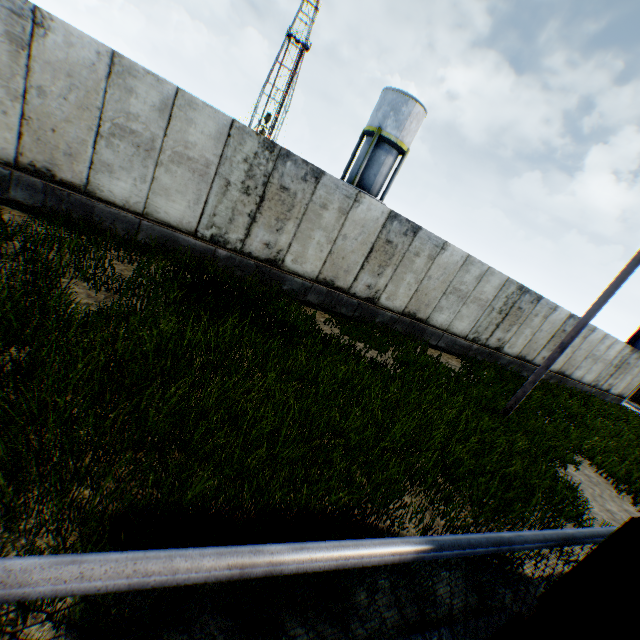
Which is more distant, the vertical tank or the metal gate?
the vertical tank

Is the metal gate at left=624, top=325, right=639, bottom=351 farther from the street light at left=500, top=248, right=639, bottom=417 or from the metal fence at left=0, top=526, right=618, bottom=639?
the street light at left=500, top=248, right=639, bottom=417

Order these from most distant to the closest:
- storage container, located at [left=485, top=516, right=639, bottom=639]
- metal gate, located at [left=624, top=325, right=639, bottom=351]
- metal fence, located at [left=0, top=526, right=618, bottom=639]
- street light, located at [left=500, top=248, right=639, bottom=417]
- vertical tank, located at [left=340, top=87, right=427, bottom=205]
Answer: vertical tank, located at [left=340, top=87, right=427, bottom=205]
metal gate, located at [left=624, top=325, right=639, bottom=351]
street light, located at [left=500, top=248, right=639, bottom=417]
storage container, located at [left=485, top=516, right=639, bottom=639]
metal fence, located at [left=0, top=526, right=618, bottom=639]

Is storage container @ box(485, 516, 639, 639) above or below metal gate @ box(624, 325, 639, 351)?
below

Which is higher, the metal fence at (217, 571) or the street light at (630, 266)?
the street light at (630, 266)

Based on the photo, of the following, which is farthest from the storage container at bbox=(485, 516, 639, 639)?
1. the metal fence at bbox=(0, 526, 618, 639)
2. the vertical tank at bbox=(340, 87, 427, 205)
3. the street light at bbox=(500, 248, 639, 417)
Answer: the vertical tank at bbox=(340, 87, 427, 205)

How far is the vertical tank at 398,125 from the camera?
24.9 meters

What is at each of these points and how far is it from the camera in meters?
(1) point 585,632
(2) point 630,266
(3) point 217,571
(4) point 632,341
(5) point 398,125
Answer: (1) storage container, 1.3 m
(2) street light, 7.4 m
(3) metal fence, 0.7 m
(4) metal gate, 24.3 m
(5) vertical tank, 25.2 m
